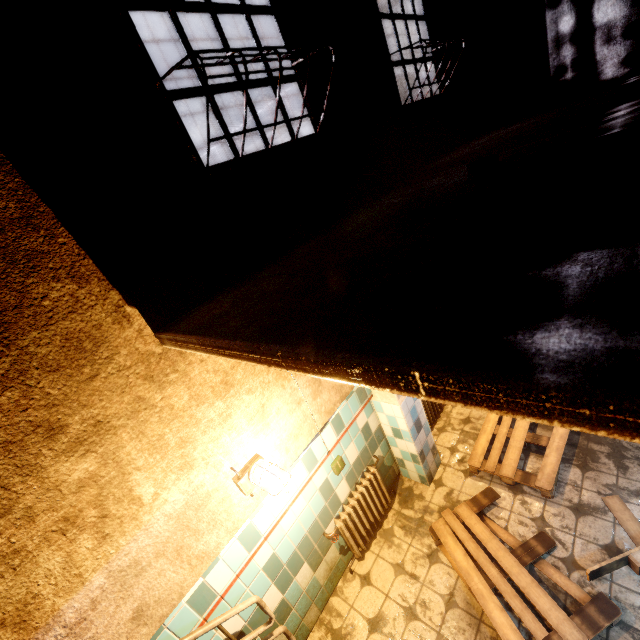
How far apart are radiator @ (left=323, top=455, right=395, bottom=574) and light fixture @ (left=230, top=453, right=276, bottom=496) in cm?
105

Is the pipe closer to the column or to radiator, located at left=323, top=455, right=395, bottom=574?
the column

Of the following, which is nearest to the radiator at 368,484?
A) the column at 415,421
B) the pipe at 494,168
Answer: the column at 415,421

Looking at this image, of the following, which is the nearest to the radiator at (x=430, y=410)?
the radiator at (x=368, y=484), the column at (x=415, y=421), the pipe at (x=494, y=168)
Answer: the column at (x=415, y=421)

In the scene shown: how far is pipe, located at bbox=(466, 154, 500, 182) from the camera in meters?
2.1

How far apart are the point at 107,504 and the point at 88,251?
1.43m

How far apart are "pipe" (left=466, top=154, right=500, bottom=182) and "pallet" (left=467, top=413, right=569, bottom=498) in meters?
3.0

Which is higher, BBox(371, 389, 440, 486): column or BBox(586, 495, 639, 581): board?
BBox(371, 389, 440, 486): column
